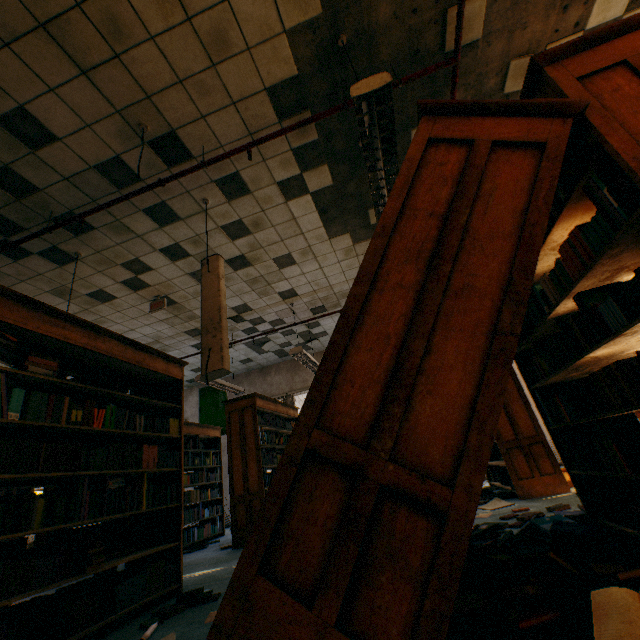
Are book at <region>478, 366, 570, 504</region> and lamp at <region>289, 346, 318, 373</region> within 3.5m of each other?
yes

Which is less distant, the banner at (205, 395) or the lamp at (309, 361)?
the lamp at (309, 361)

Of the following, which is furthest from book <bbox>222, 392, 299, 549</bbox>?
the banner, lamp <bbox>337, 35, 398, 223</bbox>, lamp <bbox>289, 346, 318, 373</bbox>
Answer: lamp <bbox>337, 35, 398, 223</bbox>

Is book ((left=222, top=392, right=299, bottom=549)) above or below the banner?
below

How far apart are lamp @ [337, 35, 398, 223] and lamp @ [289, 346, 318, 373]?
3.1 meters

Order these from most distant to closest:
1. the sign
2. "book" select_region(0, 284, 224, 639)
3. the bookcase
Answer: the sign → "book" select_region(0, 284, 224, 639) → the bookcase

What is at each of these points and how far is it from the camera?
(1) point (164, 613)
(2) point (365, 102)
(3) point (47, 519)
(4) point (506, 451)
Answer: (1) book, 2.3m
(2) lamp, 2.1m
(3) book, 2.1m
(4) book, 4.3m

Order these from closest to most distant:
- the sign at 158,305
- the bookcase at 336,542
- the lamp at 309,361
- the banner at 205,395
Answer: the bookcase at 336,542 → the sign at 158,305 → the lamp at 309,361 → the banner at 205,395
